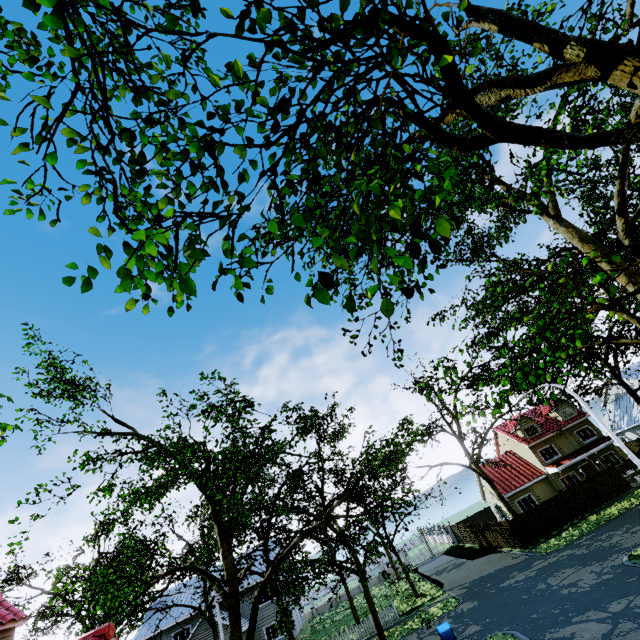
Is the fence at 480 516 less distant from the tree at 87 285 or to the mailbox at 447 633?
the tree at 87 285

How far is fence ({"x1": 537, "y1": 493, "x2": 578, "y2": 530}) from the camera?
27.2m

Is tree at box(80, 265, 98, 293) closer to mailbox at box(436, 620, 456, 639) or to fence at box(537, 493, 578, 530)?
fence at box(537, 493, 578, 530)

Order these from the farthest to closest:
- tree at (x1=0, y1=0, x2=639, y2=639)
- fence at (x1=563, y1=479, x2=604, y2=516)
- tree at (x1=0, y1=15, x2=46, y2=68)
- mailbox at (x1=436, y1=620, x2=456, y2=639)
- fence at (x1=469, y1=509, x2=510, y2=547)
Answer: fence at (x1=469, y1=509, x2=510, y2=547)
fence at (x1=563, y1=479, x2=604, y2=516)
mailbox at (x1=436, y1=620, x2=456, y2=639)
tree at (x1=0, y1=15, x2=46, y2=68)
tree at (x1=0, y1=0, x2=639, y2=639)

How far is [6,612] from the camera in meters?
11.4

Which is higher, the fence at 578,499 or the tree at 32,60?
the tree at 32,60

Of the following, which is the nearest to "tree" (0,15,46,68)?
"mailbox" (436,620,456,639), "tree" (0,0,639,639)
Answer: "tree" (0,0,639,639)
